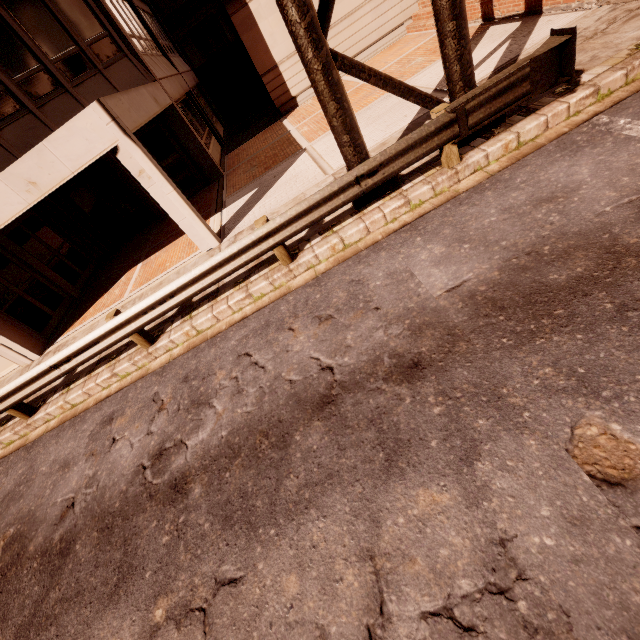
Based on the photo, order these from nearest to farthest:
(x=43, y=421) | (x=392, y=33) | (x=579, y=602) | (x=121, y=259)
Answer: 1. (x=579, y=602)
2. (x=43, y=421)
3. (x=121, y=259)
4. (x=392, y=33)

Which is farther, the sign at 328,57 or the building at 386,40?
the building at 386,40

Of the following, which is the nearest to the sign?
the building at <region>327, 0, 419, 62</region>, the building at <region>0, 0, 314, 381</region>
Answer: the building at <region>0, 0, 314, 381</region>

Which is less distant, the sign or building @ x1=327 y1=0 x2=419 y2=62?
the sign

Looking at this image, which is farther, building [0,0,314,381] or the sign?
building [0,0,314,381]

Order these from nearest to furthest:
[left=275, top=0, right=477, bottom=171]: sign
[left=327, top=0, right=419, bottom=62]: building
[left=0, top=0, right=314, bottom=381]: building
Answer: [left=275, top=0, right=477, bottom=171]: sign < [left=0, top=0, right=314, bottom=381]: building < [left=327, top=0, right=419, bottom=62]: building

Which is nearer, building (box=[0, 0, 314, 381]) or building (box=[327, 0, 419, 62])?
building (box=[0, 0, 314, 381])

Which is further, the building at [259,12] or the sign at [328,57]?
the building at [259,12]
